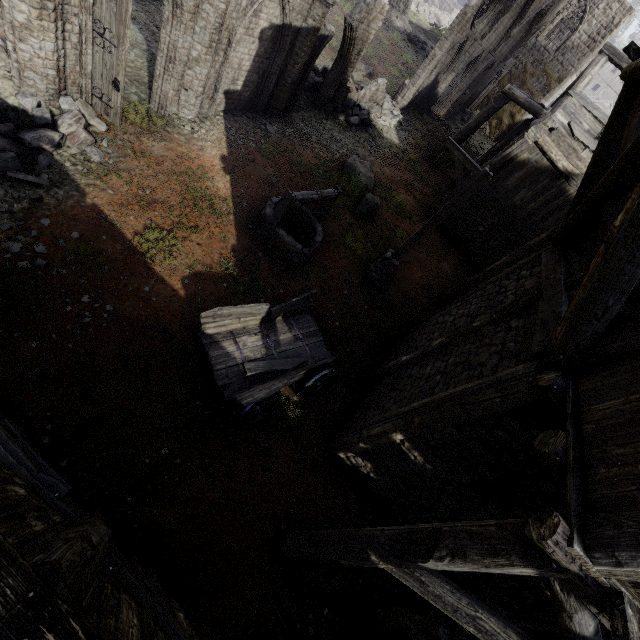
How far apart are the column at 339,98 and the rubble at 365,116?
0.0 meters

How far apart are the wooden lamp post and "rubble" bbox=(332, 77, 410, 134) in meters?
8.2

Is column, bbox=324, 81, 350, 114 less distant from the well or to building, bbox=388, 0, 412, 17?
the well

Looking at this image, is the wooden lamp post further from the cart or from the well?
the cart

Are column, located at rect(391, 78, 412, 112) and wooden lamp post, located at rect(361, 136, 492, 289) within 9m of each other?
no

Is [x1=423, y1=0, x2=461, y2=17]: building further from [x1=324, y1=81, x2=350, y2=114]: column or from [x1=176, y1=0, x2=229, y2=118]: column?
[x1=176, y1=0, x2=229, y2=118]: column

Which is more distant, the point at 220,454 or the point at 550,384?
the point at 220,454

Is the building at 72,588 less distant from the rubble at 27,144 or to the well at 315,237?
the rubble at 27,144
